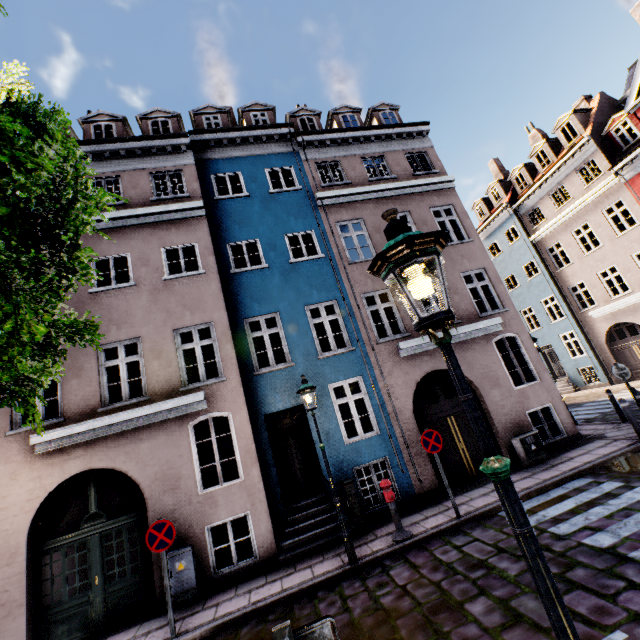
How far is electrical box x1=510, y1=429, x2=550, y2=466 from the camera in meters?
9.3 m

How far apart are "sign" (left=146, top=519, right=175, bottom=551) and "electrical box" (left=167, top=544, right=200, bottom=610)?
1.4 meters

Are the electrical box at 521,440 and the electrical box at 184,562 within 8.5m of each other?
no

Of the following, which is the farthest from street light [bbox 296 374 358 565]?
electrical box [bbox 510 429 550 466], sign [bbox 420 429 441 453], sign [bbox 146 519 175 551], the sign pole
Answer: electrical box [bbox 510 429 550 466]

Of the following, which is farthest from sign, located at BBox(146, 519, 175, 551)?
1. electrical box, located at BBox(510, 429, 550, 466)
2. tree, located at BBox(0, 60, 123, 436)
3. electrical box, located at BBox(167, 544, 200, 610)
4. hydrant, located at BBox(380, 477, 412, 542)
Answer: electrical box, located at BBox(510, 429, 550, 466)

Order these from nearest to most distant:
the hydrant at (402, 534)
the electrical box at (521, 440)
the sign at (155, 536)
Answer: the sign at (155, 536)
the hydrant at (402, 534)
the electrical box at (521, 440)

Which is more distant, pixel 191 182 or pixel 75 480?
pixel 191 182

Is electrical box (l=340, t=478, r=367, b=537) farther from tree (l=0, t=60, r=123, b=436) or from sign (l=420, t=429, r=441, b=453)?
tree (l=0, t=60, r=123, b=436)
